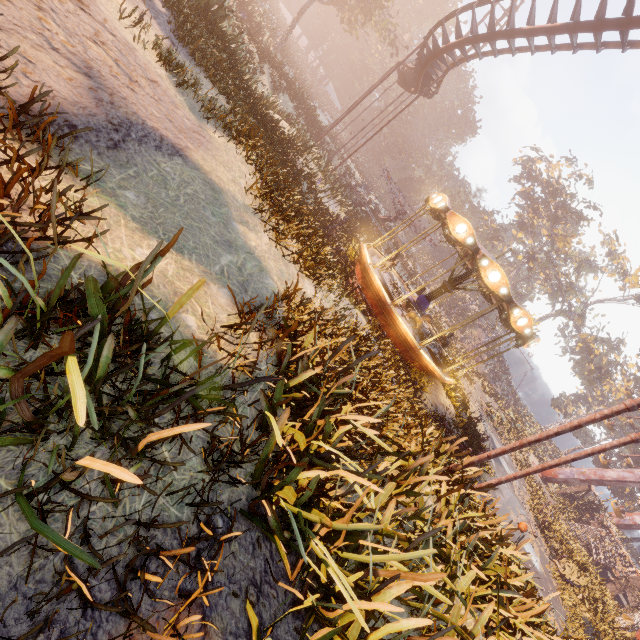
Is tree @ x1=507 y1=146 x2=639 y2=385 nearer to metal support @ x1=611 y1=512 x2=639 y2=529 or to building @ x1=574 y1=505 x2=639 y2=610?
metal support @ x1=611 y1=512 x2=639 y2=529

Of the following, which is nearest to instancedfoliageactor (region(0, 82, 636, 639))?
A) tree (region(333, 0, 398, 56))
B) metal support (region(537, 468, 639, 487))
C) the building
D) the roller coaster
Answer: the roller coaster

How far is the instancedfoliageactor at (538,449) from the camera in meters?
29.8 m

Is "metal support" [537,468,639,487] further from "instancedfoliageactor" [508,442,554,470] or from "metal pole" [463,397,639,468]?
"metal pole" [463,397,639,468]

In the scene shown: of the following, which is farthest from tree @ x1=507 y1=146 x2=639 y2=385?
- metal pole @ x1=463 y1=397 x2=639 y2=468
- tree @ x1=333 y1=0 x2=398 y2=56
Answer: metal pole @ x1=463 y1=397 x2=639 y2=468

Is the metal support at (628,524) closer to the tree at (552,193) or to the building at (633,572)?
the building at (633,572)

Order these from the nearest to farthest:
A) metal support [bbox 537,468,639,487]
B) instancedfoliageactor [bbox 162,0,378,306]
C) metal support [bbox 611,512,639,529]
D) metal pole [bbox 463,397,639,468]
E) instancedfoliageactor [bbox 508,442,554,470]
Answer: metal pole [bbox 463,397,639,468] < instancedfoliageactor [bbox 162,0,378,306] < instancedfoliageactor [bbox 508,442,554,470] < metal support [bbox 537,468,639,487] < metal support [bbox 611,512,639,529]

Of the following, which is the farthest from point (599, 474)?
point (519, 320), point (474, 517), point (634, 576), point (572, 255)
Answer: point (474, 517)
